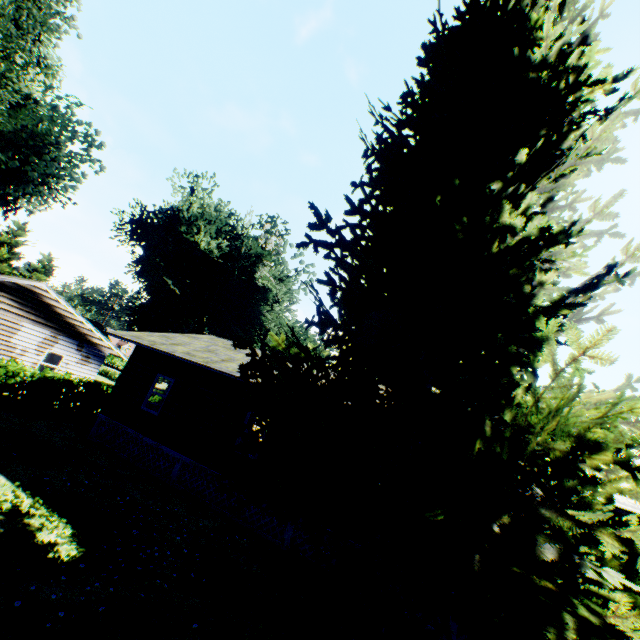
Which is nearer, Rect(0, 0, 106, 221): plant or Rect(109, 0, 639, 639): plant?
Rect(109, 0, 639, 639): plant

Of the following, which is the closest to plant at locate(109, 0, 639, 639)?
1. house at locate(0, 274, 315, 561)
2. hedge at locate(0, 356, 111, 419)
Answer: house at locate(0, 274, 315, 561)

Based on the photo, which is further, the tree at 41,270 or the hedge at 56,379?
the tree at 41,270

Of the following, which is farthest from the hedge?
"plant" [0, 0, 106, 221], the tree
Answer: "plant" [0, 0, 106, 221]

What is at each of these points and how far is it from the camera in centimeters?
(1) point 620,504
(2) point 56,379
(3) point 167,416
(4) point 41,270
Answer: (1) house, 743cm
(2) hedge, 1577cm
(3) house, 1324cm
(4) tree, 4022cm

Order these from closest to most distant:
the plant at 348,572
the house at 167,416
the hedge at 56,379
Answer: the plant at 348,572 < the house at 167,416 < the hedge at 56,379

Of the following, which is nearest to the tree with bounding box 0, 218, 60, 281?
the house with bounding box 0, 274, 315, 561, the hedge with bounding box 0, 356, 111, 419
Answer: the hedge with bounding box 0, 356, 111, 419

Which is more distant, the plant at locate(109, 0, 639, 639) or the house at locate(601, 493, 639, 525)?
the house at locate(601, 493, 639, 525)
